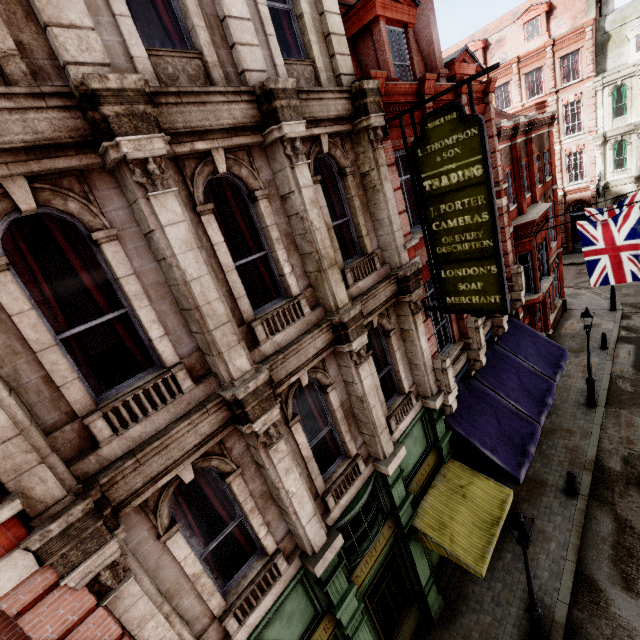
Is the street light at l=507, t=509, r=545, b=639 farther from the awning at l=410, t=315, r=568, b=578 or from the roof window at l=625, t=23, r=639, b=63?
the roof window at l=625, t=23, r=639, b=63

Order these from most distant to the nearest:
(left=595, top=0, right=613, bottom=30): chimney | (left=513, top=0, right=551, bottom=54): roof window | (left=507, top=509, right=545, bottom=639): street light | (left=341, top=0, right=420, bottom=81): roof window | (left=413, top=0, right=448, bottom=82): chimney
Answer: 1. (left=513, top=0, right=551, bottom=54): roof window
2. (left=595, top=0, right=613, bottom=30): chimney
3. (left=413, top=0, right=448, bottom=82): chimney
4. (left=341, top=0, right=420, bottom=81): roof window
5. (left=507, top=509, right=545, bottom=639): street light

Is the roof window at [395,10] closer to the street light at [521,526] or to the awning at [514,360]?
the awning at [514,360]

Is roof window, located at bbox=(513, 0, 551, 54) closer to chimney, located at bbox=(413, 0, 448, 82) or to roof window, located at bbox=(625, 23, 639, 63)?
roof window, located at bbox=(625, 23, 639, 63)

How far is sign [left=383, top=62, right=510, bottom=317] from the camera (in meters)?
6.20

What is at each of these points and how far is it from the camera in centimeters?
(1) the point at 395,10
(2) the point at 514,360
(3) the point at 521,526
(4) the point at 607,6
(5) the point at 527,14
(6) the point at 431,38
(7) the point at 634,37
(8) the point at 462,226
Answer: (1) roof window, 911cm
(2) awning, 1253cm
(3) street light, 689cm
(4) chimney, 2591cm
(5) roof window, 2723cm
(6) chimney, 1178cm
(7) roof window, 2409cm
(8) sign, 701cm

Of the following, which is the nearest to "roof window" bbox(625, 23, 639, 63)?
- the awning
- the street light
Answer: the awning

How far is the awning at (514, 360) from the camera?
8.16m
